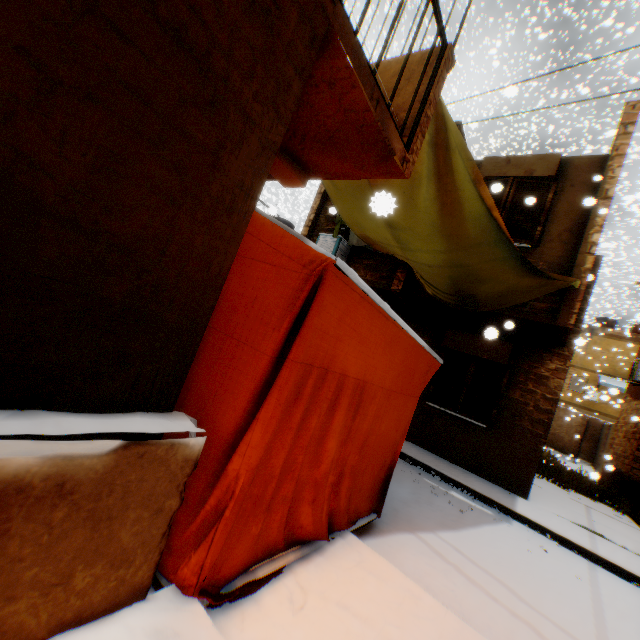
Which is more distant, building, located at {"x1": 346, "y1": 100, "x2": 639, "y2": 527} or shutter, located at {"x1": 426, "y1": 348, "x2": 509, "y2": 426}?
shutter, located at {"x1": 426, "y1": 348, "x2": 509, "y2": 426}

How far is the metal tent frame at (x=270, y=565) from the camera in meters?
2.0 m

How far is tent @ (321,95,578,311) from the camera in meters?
3.8

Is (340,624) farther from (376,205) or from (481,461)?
(481,461)

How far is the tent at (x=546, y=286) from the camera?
3.8m

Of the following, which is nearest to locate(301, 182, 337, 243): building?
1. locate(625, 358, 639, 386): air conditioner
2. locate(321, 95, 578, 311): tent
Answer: locate(321, 95, 578, 311): tent

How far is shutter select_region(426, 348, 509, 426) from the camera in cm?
805

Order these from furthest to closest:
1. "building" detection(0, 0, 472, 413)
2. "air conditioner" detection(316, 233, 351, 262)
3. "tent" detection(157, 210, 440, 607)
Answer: "air conditioner" detection(316, 233, 351, 262) → "tent" detection(157, 210, 440, 607) → "building" detection(0, 0, 472, 413)
